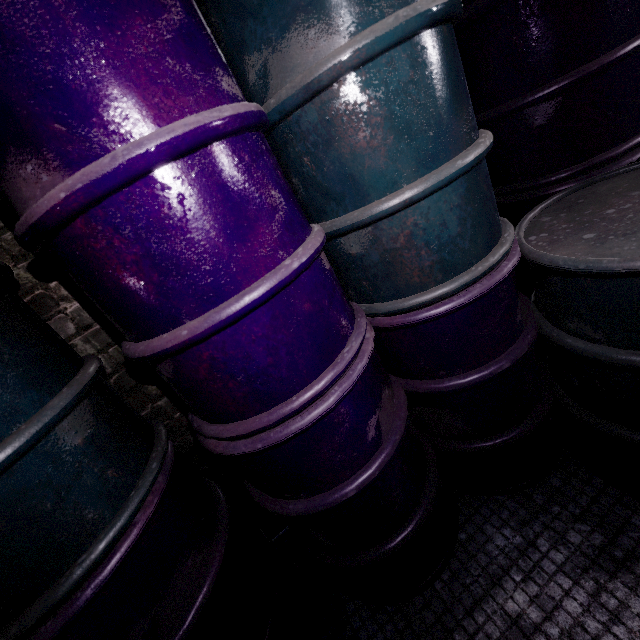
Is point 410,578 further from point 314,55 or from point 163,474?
point 314,55
